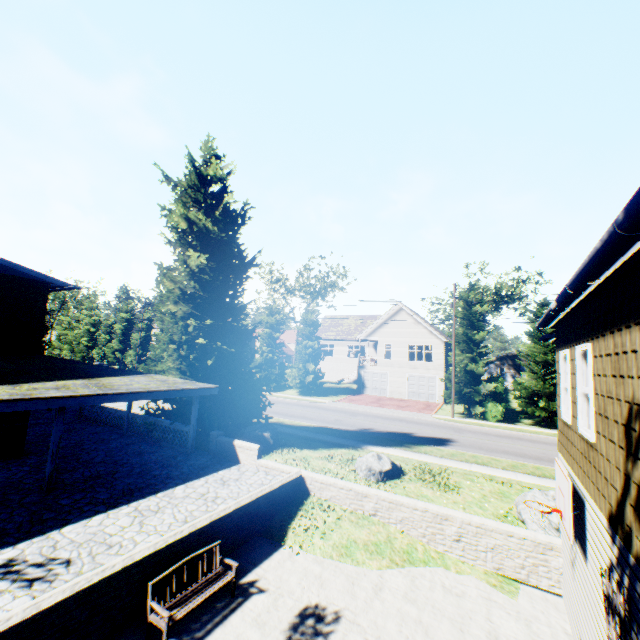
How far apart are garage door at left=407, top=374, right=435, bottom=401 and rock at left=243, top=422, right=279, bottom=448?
23.2m

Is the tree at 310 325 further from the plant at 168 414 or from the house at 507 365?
the plant at 168 414

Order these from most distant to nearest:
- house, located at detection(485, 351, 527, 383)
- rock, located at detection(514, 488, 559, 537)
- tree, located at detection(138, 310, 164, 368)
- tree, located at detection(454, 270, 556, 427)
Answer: house, located at detection(485, 351, 527, 383)
tree, located at detection(138, 310, 164, 368)
tree, located at detection(454, 270, 556, 427)
rock, located at detection(514, 488, 559, 537)

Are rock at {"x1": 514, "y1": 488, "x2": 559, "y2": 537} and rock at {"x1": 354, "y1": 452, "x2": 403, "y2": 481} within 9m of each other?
yes

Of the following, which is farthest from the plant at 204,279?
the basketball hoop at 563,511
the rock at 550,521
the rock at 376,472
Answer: the basketball hoop at 563,511

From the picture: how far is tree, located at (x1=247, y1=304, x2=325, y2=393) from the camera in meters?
37.3

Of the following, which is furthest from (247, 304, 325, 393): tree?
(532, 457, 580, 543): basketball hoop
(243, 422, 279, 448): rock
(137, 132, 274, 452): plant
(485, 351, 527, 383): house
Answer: (532, 457, 580, 543): basketball hoop

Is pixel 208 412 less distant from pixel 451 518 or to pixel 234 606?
pixel 234 606
